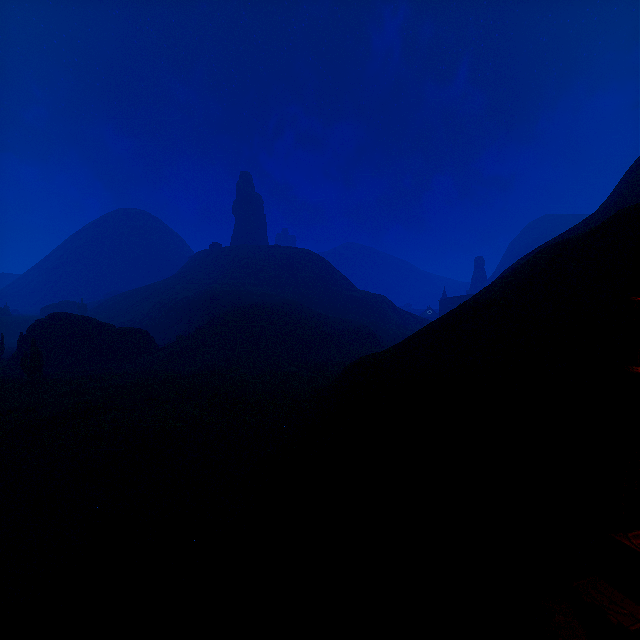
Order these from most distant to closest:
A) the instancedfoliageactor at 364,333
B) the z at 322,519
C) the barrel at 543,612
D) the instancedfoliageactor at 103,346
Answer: the instancedfoliageactor at 364,333 < the instancedfoliageactor at 103,346 < the z at 322,519 < the barrel at 543,612

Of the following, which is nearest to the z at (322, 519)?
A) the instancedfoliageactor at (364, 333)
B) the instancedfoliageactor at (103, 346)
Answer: the instancedfoliageactor at (364, 333)

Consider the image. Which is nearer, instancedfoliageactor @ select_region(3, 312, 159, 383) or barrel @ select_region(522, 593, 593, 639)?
barrel @ select_region(522, 593, 593, 639)

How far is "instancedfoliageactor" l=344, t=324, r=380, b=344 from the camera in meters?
46.2

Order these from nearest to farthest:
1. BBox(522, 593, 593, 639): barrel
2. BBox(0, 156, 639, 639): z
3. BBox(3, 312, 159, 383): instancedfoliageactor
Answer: BBox(522, 593, 593, 639): barrel
BBox(0, 156, 639, 639): z
BBox(3, 312, 159, 383): instancedfoliageactor

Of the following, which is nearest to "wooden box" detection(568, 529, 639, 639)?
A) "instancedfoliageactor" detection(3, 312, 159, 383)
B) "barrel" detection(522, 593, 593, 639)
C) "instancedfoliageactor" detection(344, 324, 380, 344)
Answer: "barrel" detection(522, 593, 593, 639)

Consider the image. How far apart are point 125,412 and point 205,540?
11.1m

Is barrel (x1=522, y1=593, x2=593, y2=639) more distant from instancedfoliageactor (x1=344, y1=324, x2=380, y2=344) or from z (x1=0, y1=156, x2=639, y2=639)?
instancedfoliageactor (x1=344, y1=324, x2=380, y2=344)
